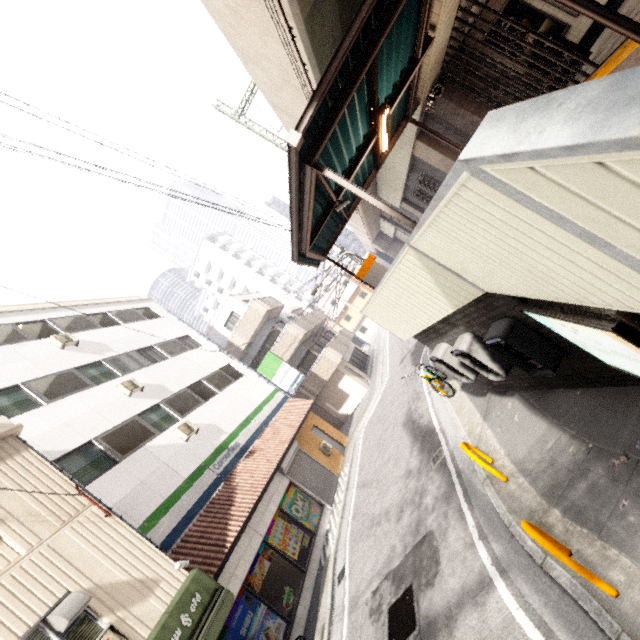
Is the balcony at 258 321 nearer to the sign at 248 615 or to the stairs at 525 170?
the sign at 248 615

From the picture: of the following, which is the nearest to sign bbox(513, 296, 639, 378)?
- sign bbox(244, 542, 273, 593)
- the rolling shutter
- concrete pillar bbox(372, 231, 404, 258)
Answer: sign bbox(244, 542, 273, 593)

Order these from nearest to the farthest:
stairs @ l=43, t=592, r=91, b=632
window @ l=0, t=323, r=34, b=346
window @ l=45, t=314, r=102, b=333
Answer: stairs @ l=43, t=592, r=91, b=632, window @ l=0, t=323, r=34, b=346, window @ l=45, t=314, r=102, b=333

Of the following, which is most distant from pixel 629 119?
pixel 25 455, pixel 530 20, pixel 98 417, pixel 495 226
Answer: pixel 98 417

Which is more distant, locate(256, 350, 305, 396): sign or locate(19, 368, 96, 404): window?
locate(256, 350, 305, 396): sign

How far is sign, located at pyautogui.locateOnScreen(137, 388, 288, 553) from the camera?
8.6 meters

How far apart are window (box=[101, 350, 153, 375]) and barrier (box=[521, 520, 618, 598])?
13.79m

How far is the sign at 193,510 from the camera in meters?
8.6 m
